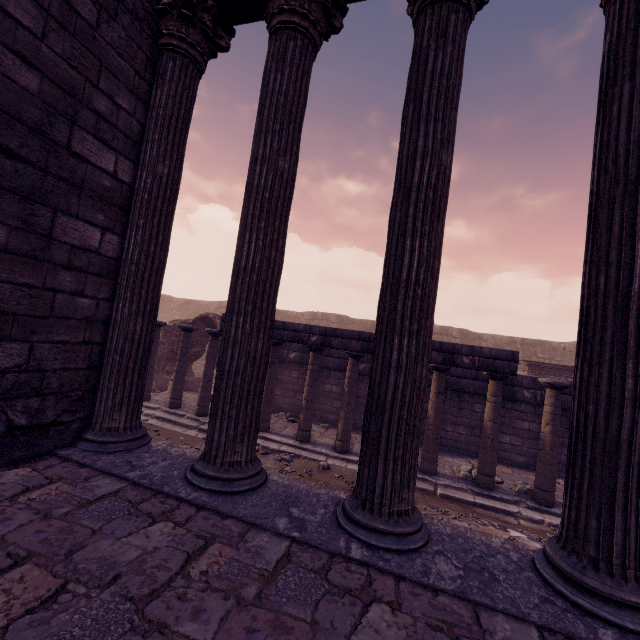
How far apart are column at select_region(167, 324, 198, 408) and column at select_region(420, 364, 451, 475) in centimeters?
705cm

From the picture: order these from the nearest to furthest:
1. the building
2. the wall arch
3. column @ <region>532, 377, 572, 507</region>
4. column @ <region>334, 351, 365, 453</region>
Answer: the building
column @ <region>532, 377, 572, 507</region>
column @ <region>334, 351, 365, 453</region>
the wall arch

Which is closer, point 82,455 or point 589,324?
point 589,324

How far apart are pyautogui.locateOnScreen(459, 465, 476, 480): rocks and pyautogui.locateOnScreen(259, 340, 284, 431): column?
5.0m

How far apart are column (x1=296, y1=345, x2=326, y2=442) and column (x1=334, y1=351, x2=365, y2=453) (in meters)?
0.64

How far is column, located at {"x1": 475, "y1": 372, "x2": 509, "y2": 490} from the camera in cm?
704

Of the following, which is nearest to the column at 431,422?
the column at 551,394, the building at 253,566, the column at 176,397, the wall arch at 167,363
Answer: the column at 551,394

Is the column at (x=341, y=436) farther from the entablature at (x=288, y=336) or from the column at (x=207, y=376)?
the column at (x=207, y=376)
